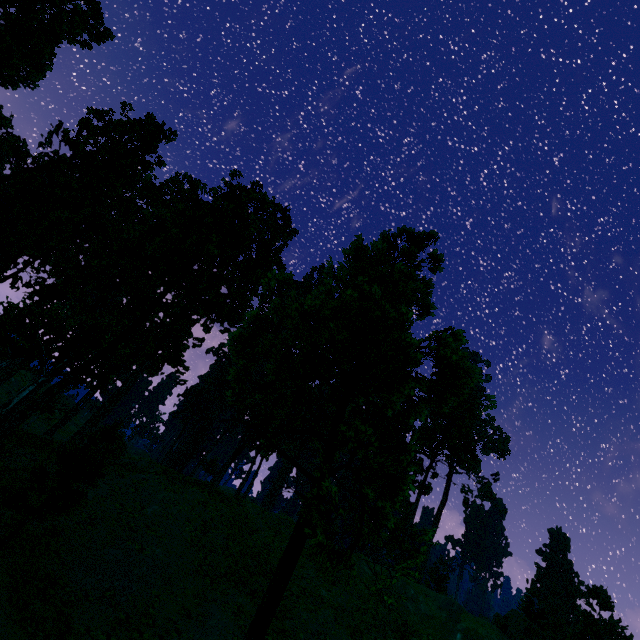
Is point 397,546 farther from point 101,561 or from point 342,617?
point 101,561

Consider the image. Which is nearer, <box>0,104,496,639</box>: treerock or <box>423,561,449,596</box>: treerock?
<box>0,104,496,639</box>: treerock

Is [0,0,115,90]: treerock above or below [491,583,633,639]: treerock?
above

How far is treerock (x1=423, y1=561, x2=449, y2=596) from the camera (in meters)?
50.94

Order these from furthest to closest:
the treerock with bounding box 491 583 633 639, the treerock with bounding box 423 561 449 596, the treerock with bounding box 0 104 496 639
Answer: the treerock with bounding box 423 561 449 596 < the treerock with bounding box 491 583 633 639 < the treerock with bounding box 0 104 496 639

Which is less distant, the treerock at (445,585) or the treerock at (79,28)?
the treerock at (79,28)
